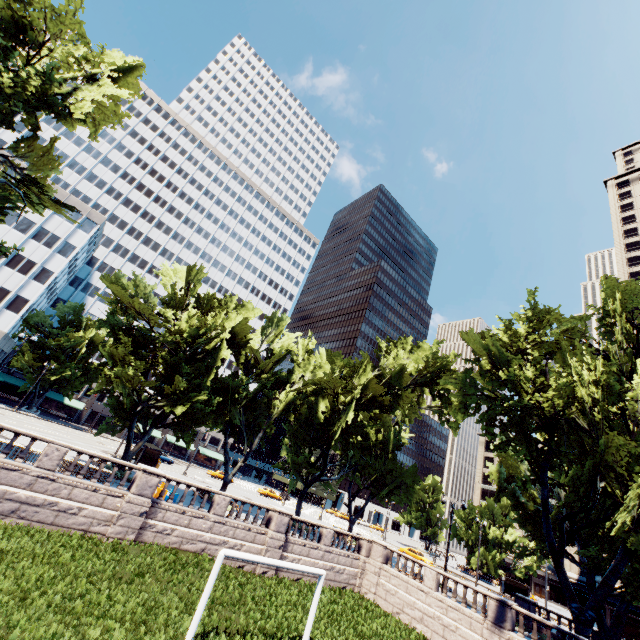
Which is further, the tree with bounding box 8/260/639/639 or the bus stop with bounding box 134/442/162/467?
the bus stop with bounding box 134/442/162/467

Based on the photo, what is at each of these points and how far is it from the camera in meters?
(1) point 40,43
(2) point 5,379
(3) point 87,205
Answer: (1) tree, 19.2 m
(2) building, 55.9 m
(3) building, 55.8 m

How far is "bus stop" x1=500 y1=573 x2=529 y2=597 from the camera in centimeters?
4447cm

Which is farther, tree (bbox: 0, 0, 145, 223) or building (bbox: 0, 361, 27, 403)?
building (bbox: 0, 361, 27, 403)

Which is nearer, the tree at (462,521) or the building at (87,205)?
the building at (87,205)

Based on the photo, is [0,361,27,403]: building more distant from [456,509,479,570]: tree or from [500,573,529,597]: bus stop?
[500,573,529,597]: bus stop

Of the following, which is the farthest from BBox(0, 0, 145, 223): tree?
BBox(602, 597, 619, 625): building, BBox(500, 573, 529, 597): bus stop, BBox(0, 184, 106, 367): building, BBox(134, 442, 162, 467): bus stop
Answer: BBox(602, 597, 619, 625): building

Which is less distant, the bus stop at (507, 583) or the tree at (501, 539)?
the tree at (501, 539)
